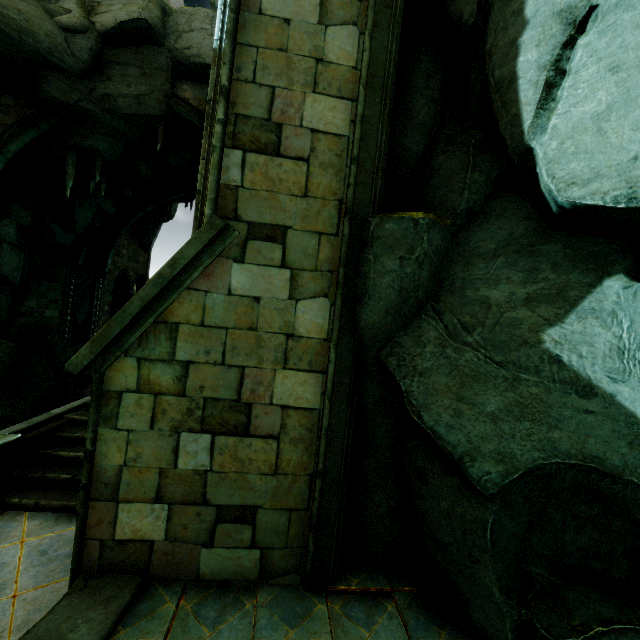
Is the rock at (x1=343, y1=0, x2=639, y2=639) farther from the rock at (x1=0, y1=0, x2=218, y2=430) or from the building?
the building

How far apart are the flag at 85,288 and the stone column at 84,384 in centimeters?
1468cm

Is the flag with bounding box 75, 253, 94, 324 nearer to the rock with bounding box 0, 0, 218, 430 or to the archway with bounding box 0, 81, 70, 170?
the rock with bounding box 0, 0, 218, 430

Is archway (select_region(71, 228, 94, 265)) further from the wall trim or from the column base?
the wall trim

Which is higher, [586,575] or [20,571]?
[586,575]

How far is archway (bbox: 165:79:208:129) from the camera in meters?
13.9

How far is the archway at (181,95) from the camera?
13.9 meters

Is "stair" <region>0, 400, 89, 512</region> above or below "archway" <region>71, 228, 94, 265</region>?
below
